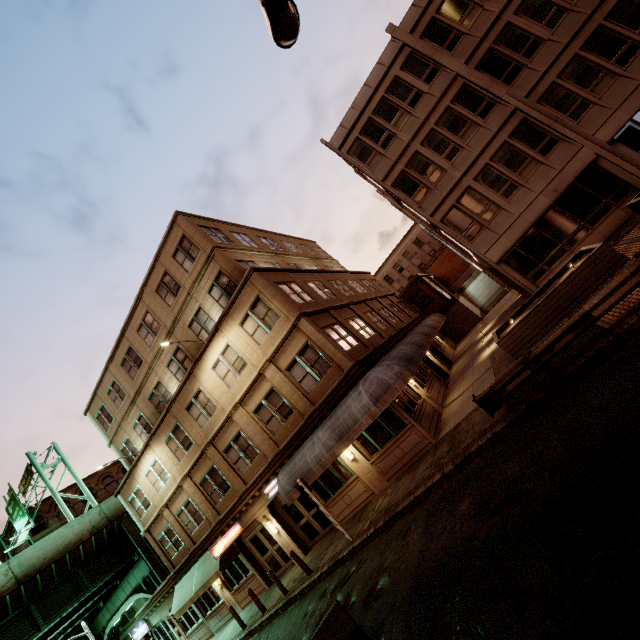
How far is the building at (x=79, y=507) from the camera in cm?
4750

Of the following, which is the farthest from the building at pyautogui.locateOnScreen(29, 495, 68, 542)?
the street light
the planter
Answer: the street light

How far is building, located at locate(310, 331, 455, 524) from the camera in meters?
13.9 m

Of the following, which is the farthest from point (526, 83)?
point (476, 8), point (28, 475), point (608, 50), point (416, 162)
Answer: point (28, 475)

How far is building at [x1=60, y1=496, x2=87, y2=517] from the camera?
47.5 meters

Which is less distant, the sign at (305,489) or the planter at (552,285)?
the planter at (552,285)

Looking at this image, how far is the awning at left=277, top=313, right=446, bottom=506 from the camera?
12.9m

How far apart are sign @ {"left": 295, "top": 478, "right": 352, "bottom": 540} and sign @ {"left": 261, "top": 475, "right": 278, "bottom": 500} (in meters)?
3.89
